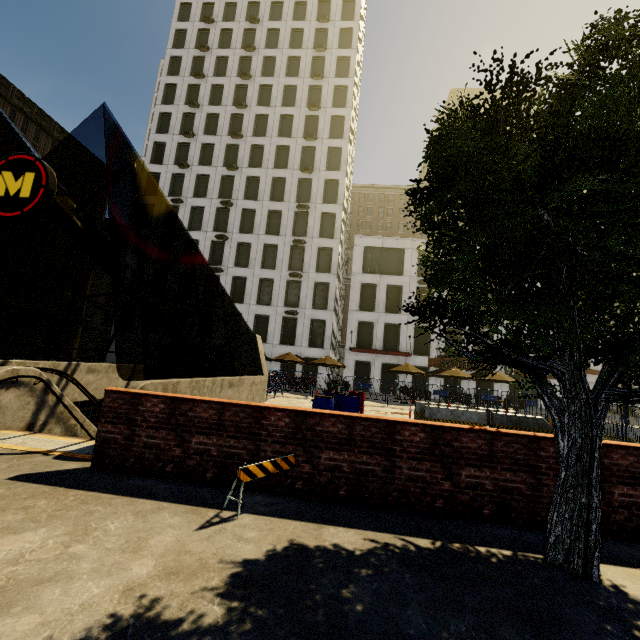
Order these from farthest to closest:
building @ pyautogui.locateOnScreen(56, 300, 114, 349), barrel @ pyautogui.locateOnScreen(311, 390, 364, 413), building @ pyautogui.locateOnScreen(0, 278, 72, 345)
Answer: building @ pyautogui.locateOnScreen(56, 300, 114, 349)
building @ pyautogui.locateOnScreen(0, 278, 72, 345)
barrel @ pyautogui.locateOnScreen(311, 390, 364, 413)

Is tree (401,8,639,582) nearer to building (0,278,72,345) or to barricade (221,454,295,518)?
building (0,278,72,345)

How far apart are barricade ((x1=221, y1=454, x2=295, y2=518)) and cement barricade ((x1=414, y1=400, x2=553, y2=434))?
9.4m

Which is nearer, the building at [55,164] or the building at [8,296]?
the building at [55,164]

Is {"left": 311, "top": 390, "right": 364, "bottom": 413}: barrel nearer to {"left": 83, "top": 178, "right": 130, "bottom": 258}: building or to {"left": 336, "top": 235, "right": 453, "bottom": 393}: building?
{"left": 336, "top": 235, "right": 453, "bottom": 393}: building

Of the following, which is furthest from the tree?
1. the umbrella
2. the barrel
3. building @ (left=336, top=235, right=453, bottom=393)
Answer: building @ (left=336, top=235, right=453, bottom=393)

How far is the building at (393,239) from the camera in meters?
31.6 m

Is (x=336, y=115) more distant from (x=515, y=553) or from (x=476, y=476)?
(x=515, y=553)
